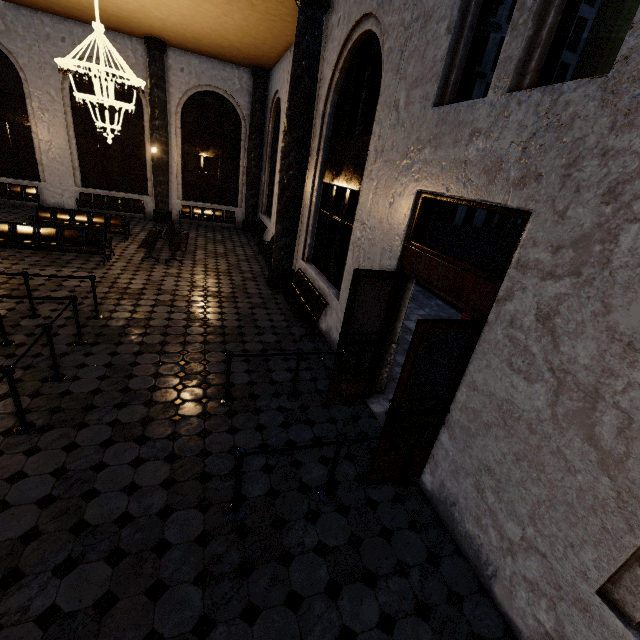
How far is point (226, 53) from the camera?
12.2m
